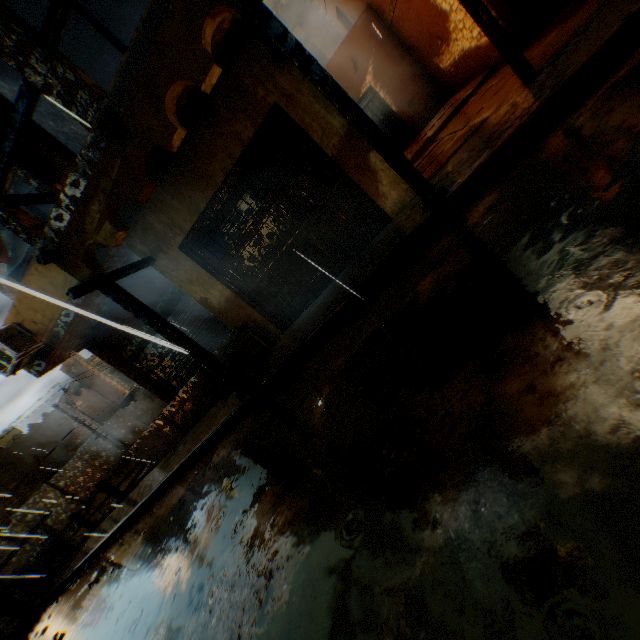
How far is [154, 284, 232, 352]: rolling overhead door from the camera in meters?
8.8

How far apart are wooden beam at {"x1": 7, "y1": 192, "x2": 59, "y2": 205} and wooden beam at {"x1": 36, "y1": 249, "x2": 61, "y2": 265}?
1.1m

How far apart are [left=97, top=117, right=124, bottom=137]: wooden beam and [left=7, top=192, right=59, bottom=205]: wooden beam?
2.5m

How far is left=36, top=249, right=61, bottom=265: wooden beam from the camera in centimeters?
486cm

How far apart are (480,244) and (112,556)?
9.06m

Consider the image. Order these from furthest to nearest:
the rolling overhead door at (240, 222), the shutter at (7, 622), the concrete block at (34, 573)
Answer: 1. the concrete block at (34, 573)
2. the shutter at (7, 622)
3. the rolling overhead door at (240, 222)

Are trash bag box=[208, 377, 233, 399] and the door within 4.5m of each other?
no

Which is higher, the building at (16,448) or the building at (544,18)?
the building at (16,448)
